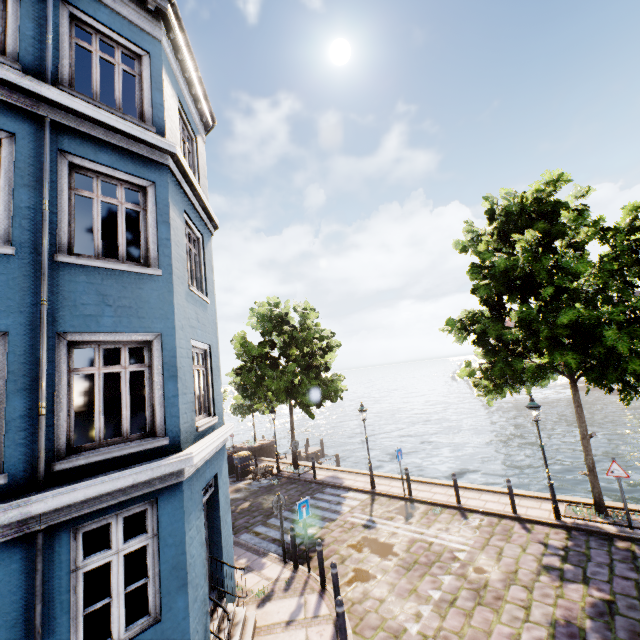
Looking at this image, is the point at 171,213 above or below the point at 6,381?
above

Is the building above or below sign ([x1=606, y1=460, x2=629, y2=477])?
above

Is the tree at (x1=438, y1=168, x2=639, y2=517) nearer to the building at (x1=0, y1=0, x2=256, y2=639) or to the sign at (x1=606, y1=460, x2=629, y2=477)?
the sign at (x1=606, y1=460, x2=629, y2=477)

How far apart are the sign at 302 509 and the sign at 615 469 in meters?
8.9 m

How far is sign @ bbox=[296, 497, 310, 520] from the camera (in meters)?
9.16

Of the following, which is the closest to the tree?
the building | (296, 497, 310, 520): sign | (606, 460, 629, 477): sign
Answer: (606, 460, 629, 477): sign

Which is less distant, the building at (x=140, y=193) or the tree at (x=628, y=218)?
the building at (x=140, y=193)

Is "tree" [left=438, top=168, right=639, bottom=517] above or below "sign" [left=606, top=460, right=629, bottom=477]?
above
